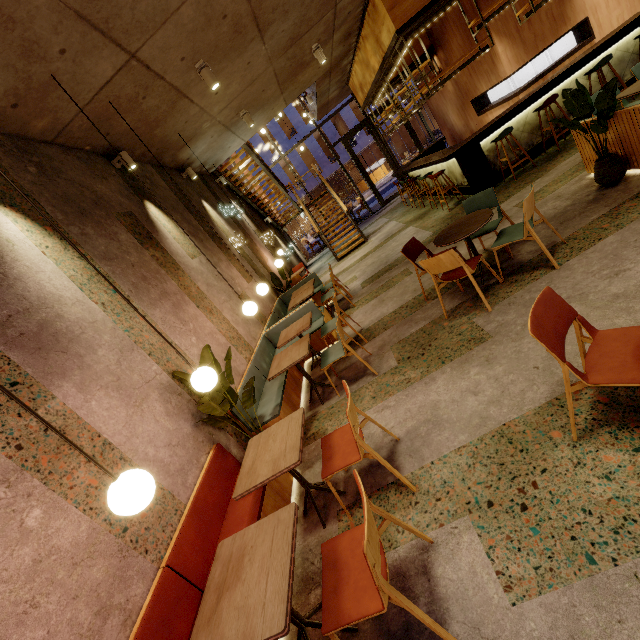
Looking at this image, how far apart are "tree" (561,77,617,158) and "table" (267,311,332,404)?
4.2m

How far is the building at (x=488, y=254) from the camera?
4.62m

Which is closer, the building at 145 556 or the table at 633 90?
the building at 145 556

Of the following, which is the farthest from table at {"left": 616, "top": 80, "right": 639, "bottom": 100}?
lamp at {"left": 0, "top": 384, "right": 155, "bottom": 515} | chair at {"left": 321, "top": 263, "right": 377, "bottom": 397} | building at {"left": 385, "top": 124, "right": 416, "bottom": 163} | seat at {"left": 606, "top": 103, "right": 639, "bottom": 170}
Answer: building at {"left": 385, "top": 124, "right": 416, "bottom": 163}

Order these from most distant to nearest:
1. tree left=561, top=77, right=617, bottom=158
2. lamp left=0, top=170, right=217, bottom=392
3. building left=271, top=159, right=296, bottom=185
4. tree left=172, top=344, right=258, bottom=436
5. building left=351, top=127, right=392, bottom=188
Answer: building left=271, top=159, right=296, bottom=185
building left=351, top=127, right=392, bottom=188
tree left=561, top=77, right=617, bottom=158
tree left=172, top=344, right=258, bottom=436
lamp left=0, top=170, right=217, bottom=392

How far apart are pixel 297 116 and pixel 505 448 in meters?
33.1 m

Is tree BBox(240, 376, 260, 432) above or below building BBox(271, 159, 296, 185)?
below

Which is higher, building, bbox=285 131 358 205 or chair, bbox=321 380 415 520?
building, bbox=285 131 358 205
